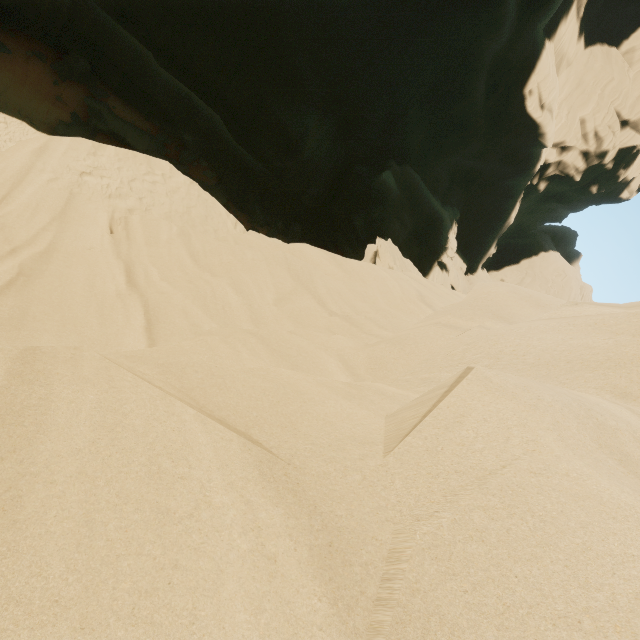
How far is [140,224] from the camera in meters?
9.5
